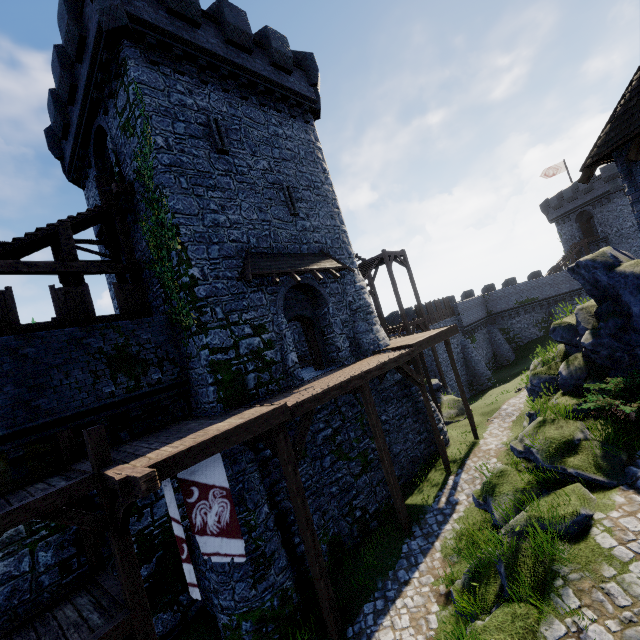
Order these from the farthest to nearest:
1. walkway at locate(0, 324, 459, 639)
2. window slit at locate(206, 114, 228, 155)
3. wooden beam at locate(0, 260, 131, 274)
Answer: window slit at locate(206, 114, 228, 155) < wooden beam at locate(0, 260, 131, 274) < walkway at locate(0, 324, 459, 639)

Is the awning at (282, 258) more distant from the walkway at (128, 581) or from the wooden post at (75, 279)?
the wooden post at (75, 279)

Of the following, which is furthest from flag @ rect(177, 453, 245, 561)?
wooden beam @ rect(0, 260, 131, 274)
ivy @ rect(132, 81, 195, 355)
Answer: wooden beam @ rect(0, 260, 131, 274)

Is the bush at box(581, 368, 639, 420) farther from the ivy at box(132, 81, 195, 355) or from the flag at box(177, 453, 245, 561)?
the ivy at box(132, 81, 195, 355)

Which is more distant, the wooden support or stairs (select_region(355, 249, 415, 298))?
stairs (select_region(355, 249, 415, 298))

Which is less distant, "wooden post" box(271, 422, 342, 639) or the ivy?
"wooden post" box(271, 422, 342, 639)

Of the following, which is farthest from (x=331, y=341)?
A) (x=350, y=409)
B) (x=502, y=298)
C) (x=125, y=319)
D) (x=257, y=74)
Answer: (x=502, y=298)

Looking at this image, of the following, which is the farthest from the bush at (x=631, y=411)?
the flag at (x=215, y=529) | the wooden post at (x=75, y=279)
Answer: the wooden post at (x=75, y=279)
